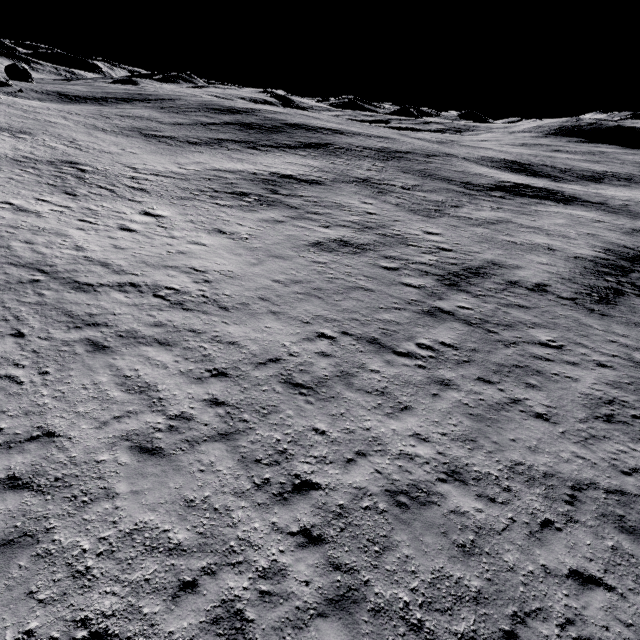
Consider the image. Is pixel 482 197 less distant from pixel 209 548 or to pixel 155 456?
pixel 155 456
